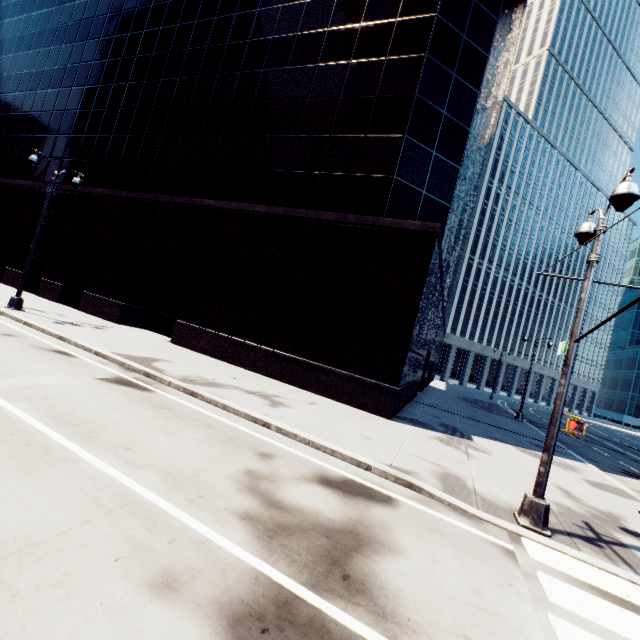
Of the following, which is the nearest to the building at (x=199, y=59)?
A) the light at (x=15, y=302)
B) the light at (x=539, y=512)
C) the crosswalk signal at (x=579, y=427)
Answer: the light at (x=15, y=302)

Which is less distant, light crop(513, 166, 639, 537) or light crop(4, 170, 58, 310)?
light crop(513, 166, 639, 537)

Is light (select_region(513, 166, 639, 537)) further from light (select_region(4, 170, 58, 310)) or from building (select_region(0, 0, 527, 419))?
light (select_region(4, 170, 58, 310))

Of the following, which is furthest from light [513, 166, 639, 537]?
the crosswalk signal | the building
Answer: the building

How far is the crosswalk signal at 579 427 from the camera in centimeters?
674cm

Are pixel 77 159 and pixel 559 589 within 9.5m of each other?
no

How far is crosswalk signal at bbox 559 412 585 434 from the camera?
6.74m

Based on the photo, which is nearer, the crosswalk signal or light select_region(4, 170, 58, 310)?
the crosswalk signal
